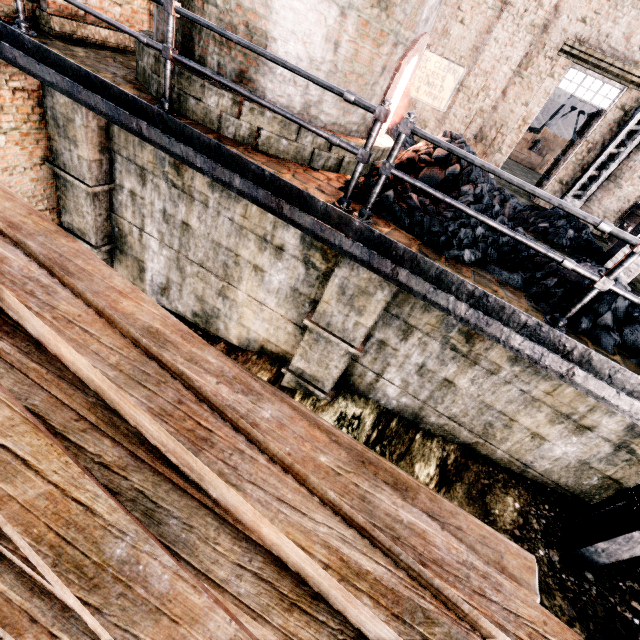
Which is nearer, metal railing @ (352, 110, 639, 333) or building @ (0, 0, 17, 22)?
metal railing @ (352, 110, 639, 333)

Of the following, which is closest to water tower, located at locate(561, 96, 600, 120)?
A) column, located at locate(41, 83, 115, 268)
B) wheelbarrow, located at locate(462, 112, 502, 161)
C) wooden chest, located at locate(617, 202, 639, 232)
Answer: wooden chest, located at locate(617, 202, 639, 232)

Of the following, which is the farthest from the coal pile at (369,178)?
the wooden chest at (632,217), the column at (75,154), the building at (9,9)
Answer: the column at (75,154)

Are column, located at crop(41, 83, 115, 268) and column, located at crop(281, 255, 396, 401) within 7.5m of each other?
yes

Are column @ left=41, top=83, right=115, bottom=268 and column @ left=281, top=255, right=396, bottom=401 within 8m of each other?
yes

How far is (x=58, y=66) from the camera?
4.52m

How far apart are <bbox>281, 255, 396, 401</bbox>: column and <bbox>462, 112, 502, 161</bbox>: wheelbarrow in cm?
747

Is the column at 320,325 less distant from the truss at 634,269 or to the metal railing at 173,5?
the metal railing at 173,5
